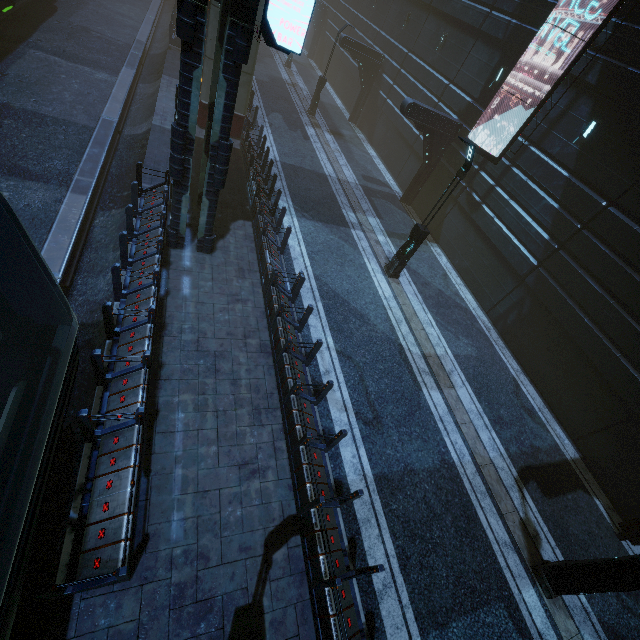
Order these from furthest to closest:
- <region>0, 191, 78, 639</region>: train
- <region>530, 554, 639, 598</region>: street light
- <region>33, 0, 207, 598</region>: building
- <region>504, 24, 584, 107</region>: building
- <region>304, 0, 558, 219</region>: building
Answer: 1. <region>304, 0, 558, 219</region>: building
2. <region>504, 24, 584, 107</region>: building
3. <region>530, 554, 639, 598</region>: street light
4. <region>33, 0, 207, 598</region>: building
5. <region>0, 191, 78, 639</region>: train

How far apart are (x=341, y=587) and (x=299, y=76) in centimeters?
3752cm

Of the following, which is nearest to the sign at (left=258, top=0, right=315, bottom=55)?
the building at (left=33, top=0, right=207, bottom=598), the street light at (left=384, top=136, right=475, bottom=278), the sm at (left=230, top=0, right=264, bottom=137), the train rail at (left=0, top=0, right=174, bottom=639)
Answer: the building at (left=33, top=0, right=207, bottom=598)

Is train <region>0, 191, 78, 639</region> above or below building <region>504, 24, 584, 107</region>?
below

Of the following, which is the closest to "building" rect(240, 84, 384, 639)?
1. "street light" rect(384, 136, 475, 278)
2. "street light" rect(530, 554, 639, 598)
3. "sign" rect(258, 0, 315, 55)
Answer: "sign" rect(258, 0, 315, 55)

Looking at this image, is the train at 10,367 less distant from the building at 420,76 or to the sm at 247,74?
the building at 420,76

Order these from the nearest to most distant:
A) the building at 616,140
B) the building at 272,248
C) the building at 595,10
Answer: the building at 272,248 → the building at 616,140 → the building at 595,10

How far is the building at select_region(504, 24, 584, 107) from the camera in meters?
12.5 m
